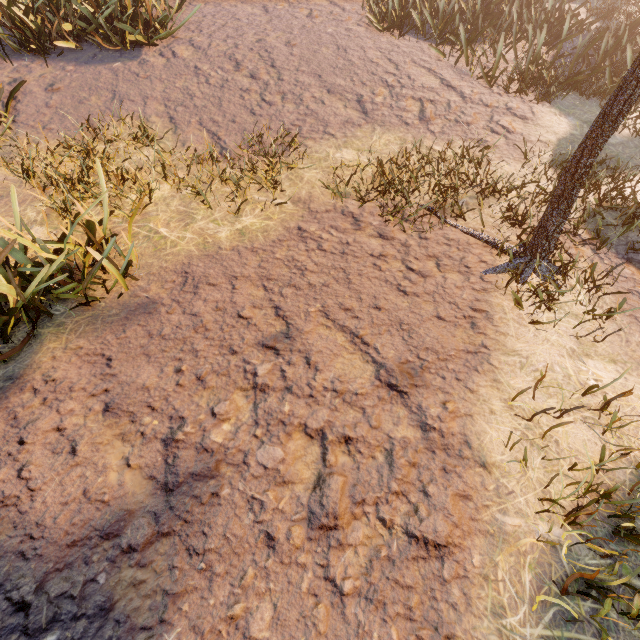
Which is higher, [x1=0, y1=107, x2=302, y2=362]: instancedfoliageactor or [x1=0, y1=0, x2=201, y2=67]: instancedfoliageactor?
[x1=0, y1=0, x2=201, y2=67]: instancedfoliageactor

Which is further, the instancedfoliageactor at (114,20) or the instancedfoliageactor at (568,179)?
the instancedfoliageactor at (114,20)

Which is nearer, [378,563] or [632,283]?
[378,563]

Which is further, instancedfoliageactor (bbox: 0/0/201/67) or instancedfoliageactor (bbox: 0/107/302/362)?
instancedfoliageactor (bbox: 0/0/201/67)

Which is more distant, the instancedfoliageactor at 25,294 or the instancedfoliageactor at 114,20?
the instancedfoliageactor at 114,20

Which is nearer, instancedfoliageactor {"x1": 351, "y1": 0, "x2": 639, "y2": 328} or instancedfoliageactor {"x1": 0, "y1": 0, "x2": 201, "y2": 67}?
instancedfoliageactor {"x1": 351, "y1": 0, "x2": 639, "y2": 328}
